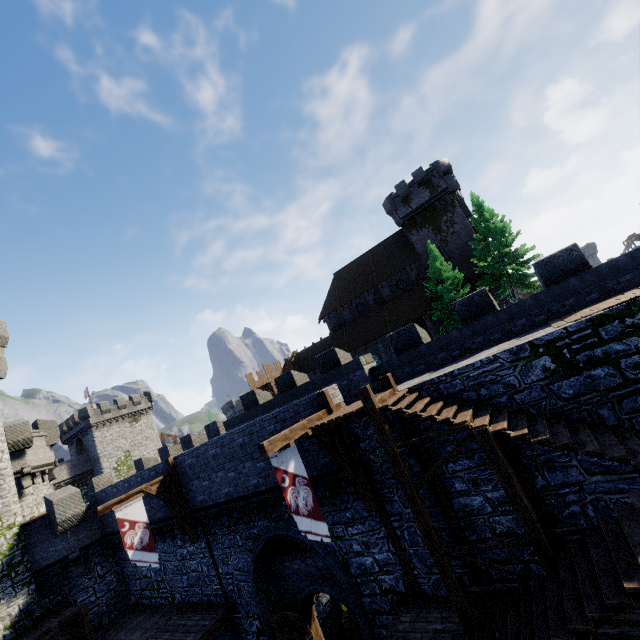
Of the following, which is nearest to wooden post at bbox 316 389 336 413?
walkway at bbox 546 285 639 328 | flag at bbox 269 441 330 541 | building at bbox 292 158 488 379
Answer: flag at bbox 269 441 330 541

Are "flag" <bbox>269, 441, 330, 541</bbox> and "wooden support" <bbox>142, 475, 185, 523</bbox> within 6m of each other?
no

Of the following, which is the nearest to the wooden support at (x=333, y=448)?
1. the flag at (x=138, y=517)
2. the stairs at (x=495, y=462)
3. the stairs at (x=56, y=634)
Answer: the stairs at (x=495, y=462)

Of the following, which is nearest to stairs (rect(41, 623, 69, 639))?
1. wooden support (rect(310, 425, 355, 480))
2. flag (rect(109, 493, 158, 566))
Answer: flag (rect(109, 493, 158, 566))

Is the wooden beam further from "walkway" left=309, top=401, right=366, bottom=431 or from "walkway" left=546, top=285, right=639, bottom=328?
"walkway" left=546, top=285, right=639, bottom=328

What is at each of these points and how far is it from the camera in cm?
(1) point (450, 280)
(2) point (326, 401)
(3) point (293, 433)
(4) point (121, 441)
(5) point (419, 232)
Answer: (1) tree, 2900
(2) wooden post, 1072
(3) wooden beam, 891
(4) building, 5250
(5) building, 3662

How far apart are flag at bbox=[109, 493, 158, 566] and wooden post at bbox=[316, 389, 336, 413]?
9.44m

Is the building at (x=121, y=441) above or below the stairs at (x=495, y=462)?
above
